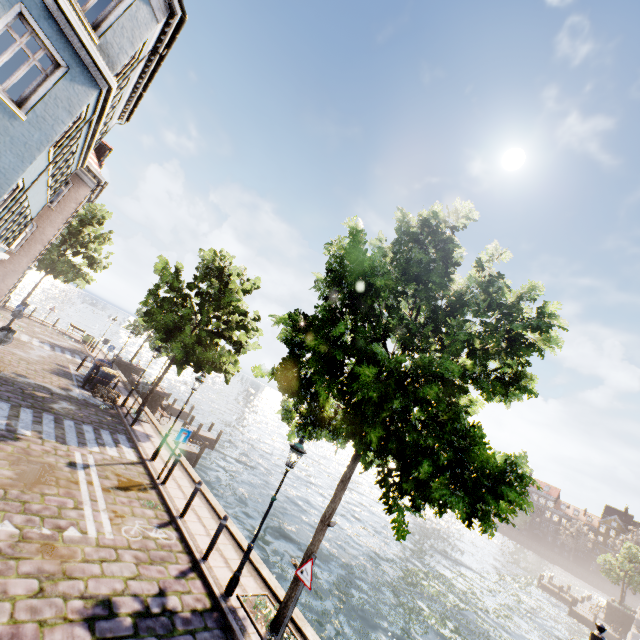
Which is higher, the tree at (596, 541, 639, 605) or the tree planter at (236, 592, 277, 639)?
the tree at (596, 541, 639, 605)

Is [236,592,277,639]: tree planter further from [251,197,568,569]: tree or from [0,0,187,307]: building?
[0,0,187,307]: building

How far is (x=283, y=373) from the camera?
8.1m

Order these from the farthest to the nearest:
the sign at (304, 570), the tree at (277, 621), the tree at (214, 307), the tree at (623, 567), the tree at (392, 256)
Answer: the tree at (623, 567) → the tree at (214, 307) → the tree at (277, 621) → the sign at (304, 570) → the tree at (392, 256)

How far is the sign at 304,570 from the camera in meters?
6.5 m

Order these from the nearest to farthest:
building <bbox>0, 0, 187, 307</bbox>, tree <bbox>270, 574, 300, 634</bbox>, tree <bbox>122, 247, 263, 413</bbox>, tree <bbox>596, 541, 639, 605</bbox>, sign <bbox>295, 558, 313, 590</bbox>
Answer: sign <bbox>295, 558, 313, 590</bbox> → tree <bbox>270, 574, 300, 634</bbox> → building <bbox>0, 0, 187, 307</bbox> → tree <bbox>122, 247, 263, 413</bbox> → tree <bbox>596, 541, 639, 605</bbox>

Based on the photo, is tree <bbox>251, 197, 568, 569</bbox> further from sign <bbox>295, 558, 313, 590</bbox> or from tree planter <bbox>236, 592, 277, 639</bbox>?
sign <bbox>295, 558, 313, 590</bbox>
